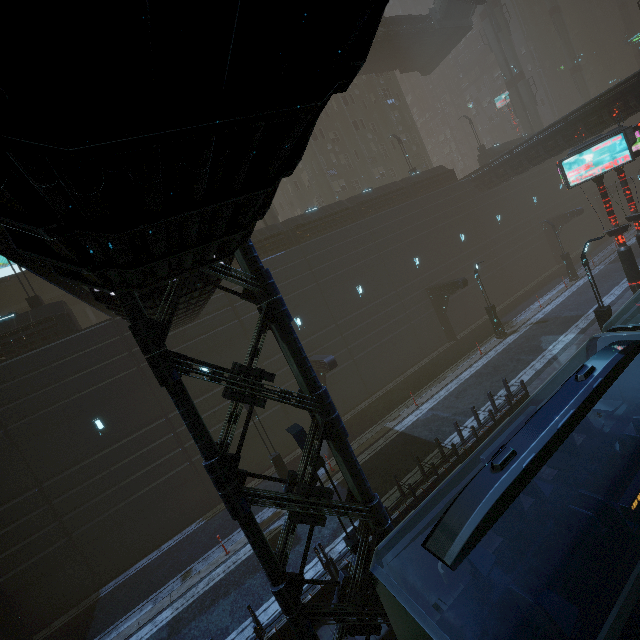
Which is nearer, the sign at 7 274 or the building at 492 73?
the sign at 7 274

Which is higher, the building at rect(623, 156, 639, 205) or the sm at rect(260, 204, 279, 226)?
the sm at rect(260, 204, 279, 226)

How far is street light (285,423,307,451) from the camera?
8.4m

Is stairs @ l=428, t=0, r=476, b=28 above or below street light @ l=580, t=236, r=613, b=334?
above

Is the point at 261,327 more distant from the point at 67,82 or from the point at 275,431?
the point at 275,431

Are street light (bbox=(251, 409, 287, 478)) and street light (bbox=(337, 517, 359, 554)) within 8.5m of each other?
yes

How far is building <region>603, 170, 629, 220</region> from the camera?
36.8 meters

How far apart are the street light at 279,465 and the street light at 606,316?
15.67m
